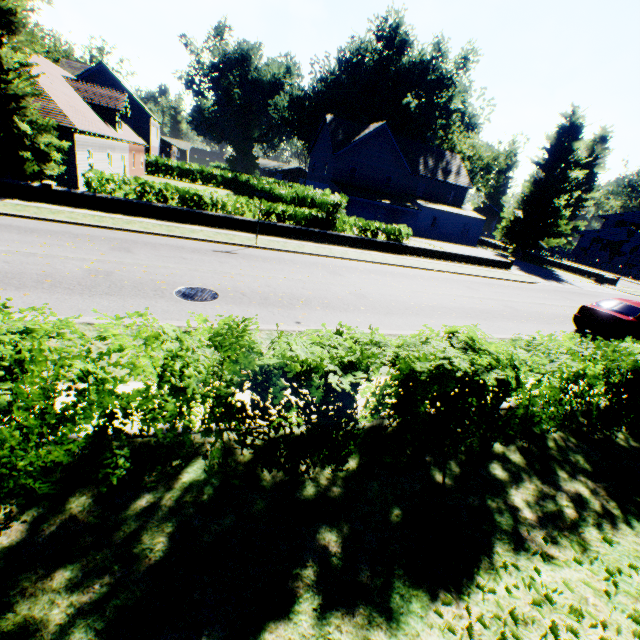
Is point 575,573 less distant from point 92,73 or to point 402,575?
point 402,575

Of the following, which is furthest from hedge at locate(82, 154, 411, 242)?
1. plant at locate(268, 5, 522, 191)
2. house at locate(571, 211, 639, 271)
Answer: house at locate(571, 211, 639, 271)

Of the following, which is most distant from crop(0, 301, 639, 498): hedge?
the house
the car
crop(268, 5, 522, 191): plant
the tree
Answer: the house

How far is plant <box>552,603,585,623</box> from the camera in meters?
3.2 m

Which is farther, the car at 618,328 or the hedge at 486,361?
the car at 618,328

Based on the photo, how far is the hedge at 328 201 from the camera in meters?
16.5

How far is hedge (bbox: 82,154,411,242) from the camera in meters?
16.5
